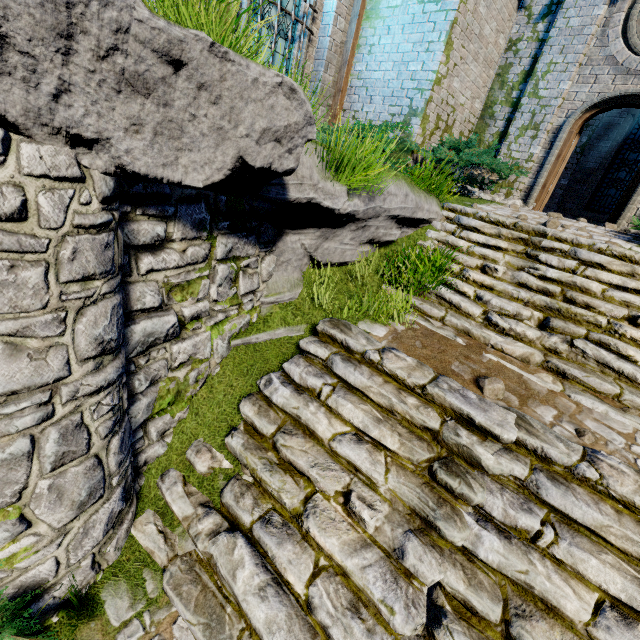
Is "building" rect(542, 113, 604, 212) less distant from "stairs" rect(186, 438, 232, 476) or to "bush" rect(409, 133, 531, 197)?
"bush" rect(409, 133, 531, 197)

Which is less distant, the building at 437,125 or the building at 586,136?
the building at 437,125

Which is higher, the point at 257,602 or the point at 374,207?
the point at 374,207

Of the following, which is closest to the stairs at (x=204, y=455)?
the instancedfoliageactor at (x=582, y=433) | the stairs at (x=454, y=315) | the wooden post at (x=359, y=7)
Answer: the instancedfoliageactor at (x=582, y=433)

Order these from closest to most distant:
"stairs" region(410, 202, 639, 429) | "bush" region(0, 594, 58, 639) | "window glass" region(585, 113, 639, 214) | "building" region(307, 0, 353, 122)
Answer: "bush" region(0, 594, 58, 639) → "stairs" region(410, 202, 639, 429) → "building" region(307, 0, 353, 122) → "window glass" region(585, 113, 639, 214)

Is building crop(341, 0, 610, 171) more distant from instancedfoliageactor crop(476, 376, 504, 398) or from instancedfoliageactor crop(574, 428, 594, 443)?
instancedfoliageactor crop(476, 376, 504, 398)

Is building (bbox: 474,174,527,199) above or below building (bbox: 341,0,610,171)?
below

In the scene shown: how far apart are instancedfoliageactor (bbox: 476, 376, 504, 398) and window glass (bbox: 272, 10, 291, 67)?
8.2m
